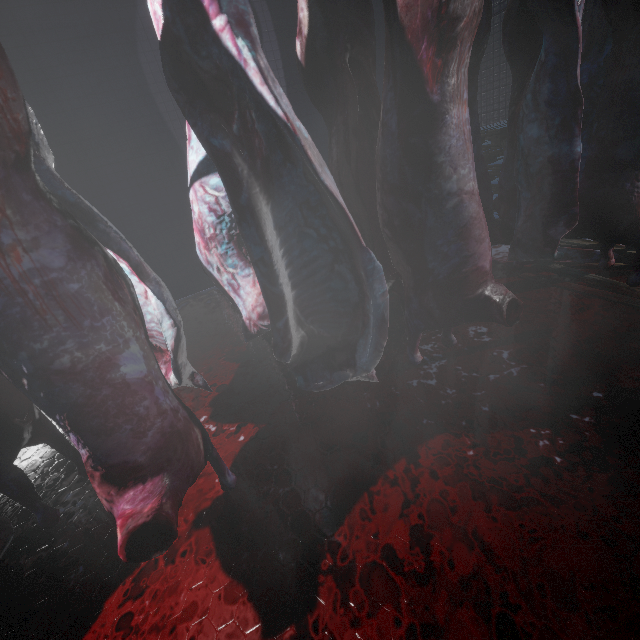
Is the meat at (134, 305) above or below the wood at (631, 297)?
→ above

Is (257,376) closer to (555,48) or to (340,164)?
(340,164)

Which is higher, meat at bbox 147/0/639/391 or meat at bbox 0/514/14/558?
A: meat at bbox 147/0/639/391

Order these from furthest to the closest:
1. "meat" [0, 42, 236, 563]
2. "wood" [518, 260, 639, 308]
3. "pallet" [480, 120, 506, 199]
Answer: "pallet" [480, 120, 506, 199], "wood" [518, 260, 639, 308], "meat" [0, 42, 236, 563]

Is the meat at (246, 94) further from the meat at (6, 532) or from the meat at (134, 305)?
the meat at (6, 532)

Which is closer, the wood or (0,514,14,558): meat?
(0,514,14,558): meat

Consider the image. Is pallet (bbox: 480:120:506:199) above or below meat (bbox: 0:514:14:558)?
above

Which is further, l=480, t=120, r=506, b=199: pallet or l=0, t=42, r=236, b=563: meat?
l=480, t=120, r=506, b=199: pallet
